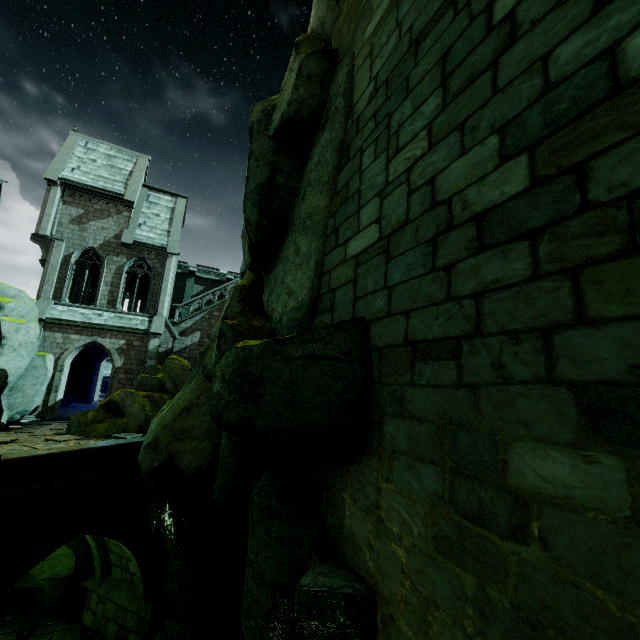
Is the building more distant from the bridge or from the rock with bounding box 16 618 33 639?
the bridge

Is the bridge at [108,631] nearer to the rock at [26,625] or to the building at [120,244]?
the rock at [26,625]

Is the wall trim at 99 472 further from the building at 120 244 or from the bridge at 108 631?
the building at 120 244

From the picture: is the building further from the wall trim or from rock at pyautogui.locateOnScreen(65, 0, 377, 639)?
the wall trim

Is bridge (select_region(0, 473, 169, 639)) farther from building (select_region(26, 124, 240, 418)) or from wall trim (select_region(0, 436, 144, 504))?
building (select_region(26, 124, 240, 418))

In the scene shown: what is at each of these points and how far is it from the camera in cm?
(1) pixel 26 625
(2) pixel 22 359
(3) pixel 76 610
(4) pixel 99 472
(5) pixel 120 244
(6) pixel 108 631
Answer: (1) rock, 1306
(2) rock, 1727
(3) rock, 1398
(4) wall trim, 1104
(5) building, 2391
(6) bridge, 1271

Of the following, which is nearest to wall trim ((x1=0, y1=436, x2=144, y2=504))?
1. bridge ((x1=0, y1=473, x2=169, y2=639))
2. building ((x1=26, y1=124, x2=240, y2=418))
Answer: bridge ((x1=0, y1=473, x2=169, y2=639))
